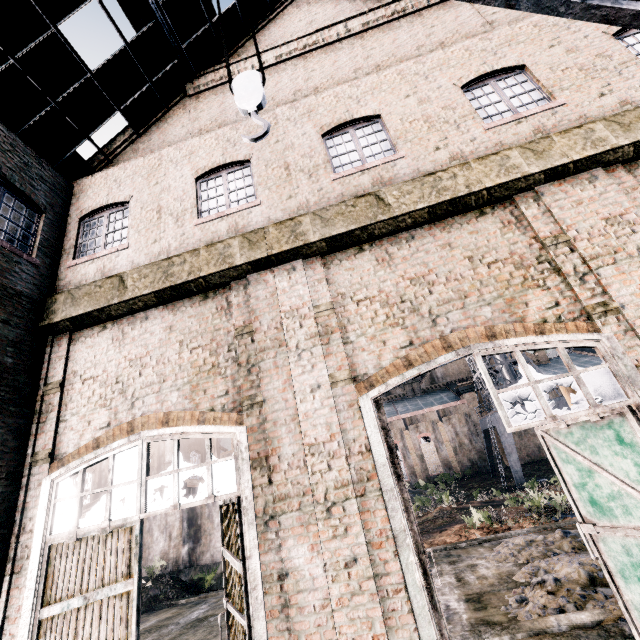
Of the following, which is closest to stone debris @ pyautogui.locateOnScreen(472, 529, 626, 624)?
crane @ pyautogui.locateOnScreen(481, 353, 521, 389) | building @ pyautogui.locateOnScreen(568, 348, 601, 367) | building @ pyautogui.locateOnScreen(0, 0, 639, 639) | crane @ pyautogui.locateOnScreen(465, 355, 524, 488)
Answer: building @ pyautogui.locateOnScreen(0, 0, 639, 639)

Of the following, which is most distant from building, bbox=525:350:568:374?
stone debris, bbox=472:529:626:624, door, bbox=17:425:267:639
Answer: door, bbox=17:425:267:639

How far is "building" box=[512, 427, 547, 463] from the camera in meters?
44.8

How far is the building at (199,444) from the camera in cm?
3025

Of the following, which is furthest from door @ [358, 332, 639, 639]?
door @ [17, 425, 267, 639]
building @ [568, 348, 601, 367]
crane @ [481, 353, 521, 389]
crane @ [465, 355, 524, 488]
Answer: crane @ [465, 355, 524, 488]

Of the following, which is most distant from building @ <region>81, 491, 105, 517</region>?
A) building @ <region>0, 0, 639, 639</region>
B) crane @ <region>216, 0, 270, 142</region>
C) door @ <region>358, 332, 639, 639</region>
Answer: crane @ <region>216, 0, 270, 142</region>

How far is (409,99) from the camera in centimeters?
862cm

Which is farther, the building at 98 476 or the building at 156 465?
the building at 98 476
